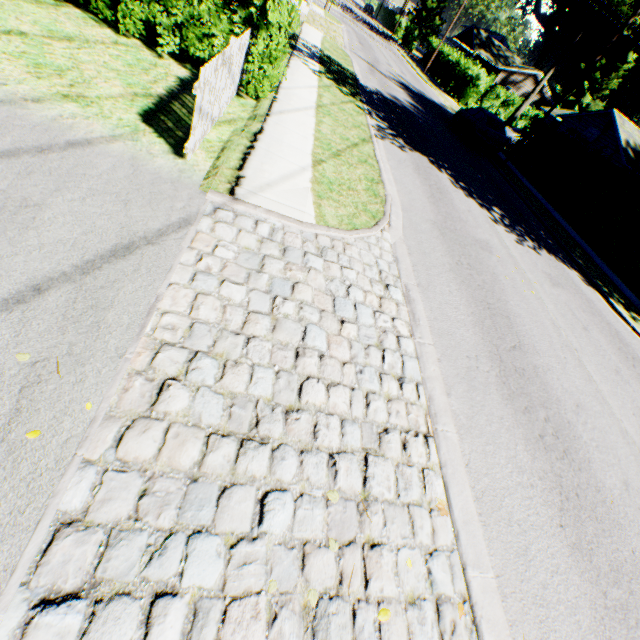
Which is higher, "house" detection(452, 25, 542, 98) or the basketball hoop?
"house" detection(452, 25, 542, 98)

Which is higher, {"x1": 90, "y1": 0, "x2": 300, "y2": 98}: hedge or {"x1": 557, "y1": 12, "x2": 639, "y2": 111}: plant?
{"x1": 557, "y1": 12, "x2": 639, "y2": 111}: plant

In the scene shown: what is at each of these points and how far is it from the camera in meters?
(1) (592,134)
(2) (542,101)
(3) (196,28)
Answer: (1) basketball hoop, 27.6
(2) house, 49.3
(3) hedge, 6.5

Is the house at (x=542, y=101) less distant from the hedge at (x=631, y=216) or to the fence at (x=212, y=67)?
the hedge at (x=631, y=216)

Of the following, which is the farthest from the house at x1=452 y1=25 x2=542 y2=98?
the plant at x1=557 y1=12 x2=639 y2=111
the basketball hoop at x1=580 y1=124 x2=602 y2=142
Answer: the basketball hoop at x1=580 y1=124 x2=602 y2=142

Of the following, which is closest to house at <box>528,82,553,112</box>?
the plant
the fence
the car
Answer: the plant

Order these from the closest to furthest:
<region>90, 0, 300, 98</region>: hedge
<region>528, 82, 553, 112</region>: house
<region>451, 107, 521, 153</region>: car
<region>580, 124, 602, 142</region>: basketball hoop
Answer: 1. <region>90, 0, 300, 98</region>: hedge
2. <region>451, 107, 521, 153</region>: car
3. <region>580, 124, 602, 142</region>: basketball hoop
4. <region>528, 82, 553, 112</region>: house

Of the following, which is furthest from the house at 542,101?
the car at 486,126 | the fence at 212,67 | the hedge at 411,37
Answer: the fence at 212,67
